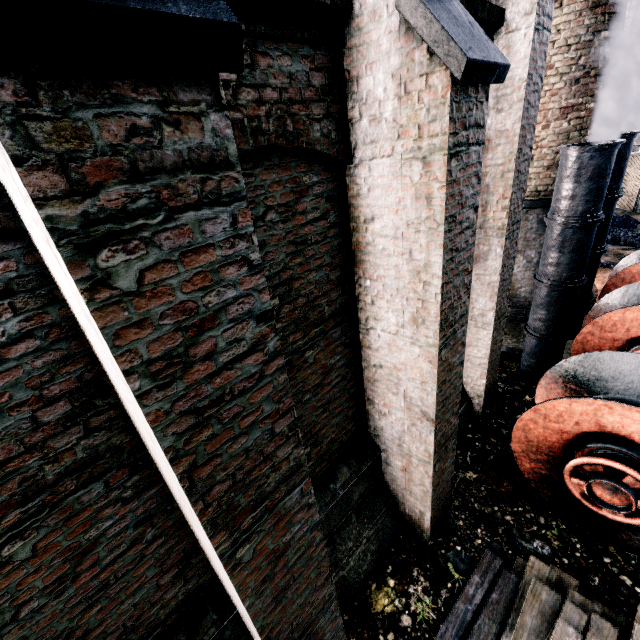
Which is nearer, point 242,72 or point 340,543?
point 242,72

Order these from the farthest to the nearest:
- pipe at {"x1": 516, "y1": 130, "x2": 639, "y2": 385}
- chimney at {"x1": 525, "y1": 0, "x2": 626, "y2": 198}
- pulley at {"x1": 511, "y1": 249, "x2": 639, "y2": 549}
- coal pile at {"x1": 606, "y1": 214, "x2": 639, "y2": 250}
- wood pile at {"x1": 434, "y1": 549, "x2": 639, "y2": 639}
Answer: coal pile at {"x1": 606, "y1": 214, "x2": 639, "y2": 250}, chimney at {"x1": 525, "y1": 0, "x2": 626, "y2": 198}, pipe at {"x1": 516, "y1": 130, "x2": 639, "y2": 385}, pulley at {"x1": 511, "y1": 249, "x2": 639, "y2": 549}, wood pile at {"x1": 434, "y1": 549, "x2": 639, "y2": 639}

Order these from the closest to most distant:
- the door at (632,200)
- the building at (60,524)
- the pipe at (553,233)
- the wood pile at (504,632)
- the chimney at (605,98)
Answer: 1. the building at (60,524)
2. the wood pile at (504,632)
3. the pipe at (553,233)
4. the chimney at (605,98)
5. the door at (632,200)

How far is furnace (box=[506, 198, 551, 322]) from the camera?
10.24m

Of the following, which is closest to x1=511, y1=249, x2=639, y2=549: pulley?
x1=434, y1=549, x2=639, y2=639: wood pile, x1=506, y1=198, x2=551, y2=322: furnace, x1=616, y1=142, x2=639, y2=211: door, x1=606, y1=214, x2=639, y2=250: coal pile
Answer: x1=434, y1=549, x2=639, y2=639: wood pile

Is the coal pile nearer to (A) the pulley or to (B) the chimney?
(B) the chimney

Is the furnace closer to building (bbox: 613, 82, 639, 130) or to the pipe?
building (bbox: 613, 82, 639, 130)

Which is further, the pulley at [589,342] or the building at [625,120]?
the building at [625,120]
